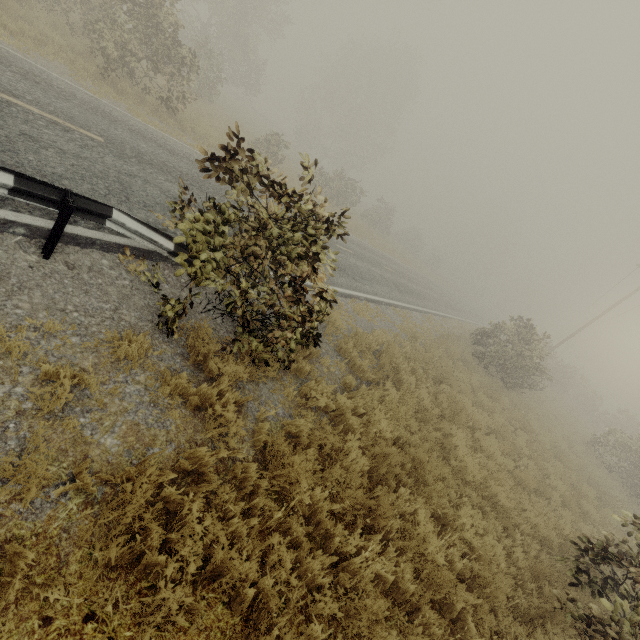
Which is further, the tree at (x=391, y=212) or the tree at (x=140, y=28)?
the tree at (x=391, y=212)

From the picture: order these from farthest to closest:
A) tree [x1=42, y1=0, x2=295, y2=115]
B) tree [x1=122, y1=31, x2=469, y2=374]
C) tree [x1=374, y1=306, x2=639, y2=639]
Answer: tree [x1=42, y1=0, x2=295, y2=115], tree [x1=374, y1=306, x2=639, y2=639], tree [x1=122, y1=31, x2=469, y2=374]

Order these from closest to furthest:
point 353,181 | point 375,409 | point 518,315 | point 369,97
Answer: point 375,409, point 518,315, point 353,181, point 369,97

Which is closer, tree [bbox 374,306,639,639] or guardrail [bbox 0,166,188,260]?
guardrail [bbox 0,166,188,260]

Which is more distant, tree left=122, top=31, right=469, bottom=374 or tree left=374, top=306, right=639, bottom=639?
tree left=374, top=306, right=639, bottom=639
